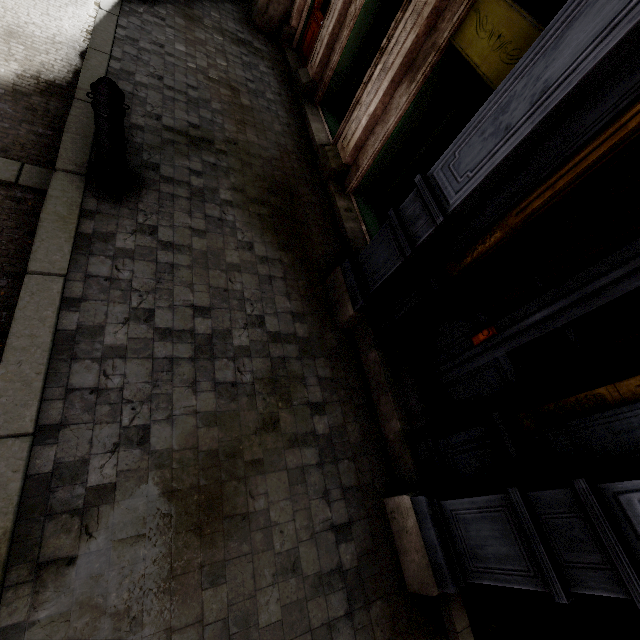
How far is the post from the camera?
2.6 meters

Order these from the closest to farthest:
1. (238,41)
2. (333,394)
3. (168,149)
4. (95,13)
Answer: (333,394) → (168,149) → (95,13) → (238,41)

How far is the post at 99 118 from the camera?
2.6 meters
